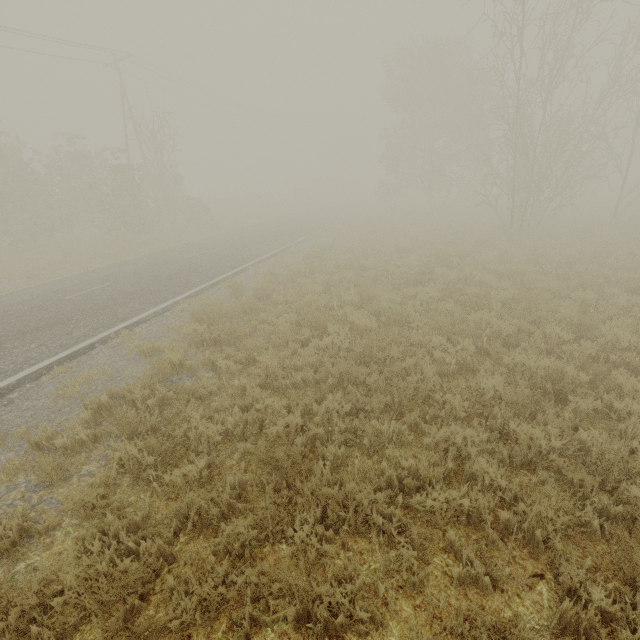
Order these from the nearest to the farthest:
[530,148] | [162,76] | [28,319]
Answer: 1. [28,319]
2. [530,148]
3. [162,76]
